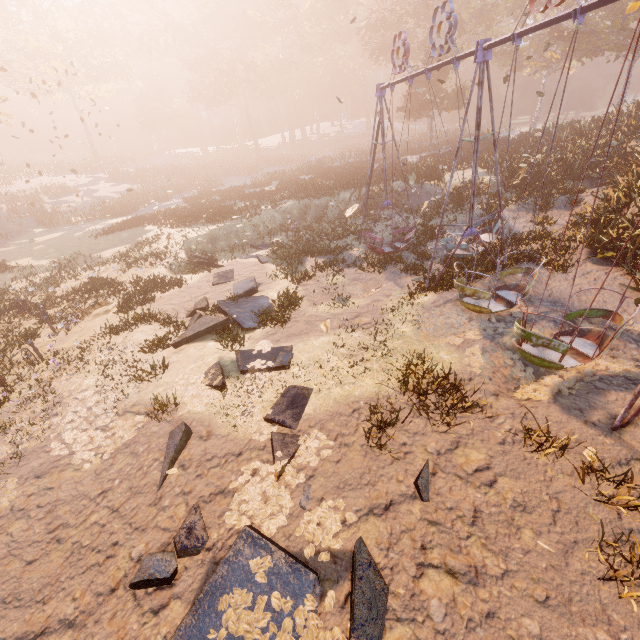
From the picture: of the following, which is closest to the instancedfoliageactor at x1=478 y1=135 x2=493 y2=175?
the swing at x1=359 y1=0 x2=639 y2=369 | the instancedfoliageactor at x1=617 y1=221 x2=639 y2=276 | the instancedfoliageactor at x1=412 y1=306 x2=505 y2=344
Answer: the swing at x1=359 y1=0 x2=639 y2=369

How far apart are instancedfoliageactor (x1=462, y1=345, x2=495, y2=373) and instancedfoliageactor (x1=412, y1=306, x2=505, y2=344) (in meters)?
0.41

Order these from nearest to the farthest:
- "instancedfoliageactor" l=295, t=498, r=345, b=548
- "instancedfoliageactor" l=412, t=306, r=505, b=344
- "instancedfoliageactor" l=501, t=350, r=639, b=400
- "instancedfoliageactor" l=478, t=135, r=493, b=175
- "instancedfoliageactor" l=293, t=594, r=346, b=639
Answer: "instancedfoliageactor" l=293, t=594, r=346, b=639 < "instancedfoliageactor" l=295, t=498, r=345, b=548 < "instancedfoliageactor" l=501, t=350, r=639, b=400 < "instancedfoliageactor" l=412, t=306, r=505, b=344 < "instancedfoliageactor" l=478, t=135, r=493, b=175

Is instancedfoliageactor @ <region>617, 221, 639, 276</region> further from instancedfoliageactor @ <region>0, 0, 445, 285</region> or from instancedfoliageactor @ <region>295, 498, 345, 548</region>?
instancedfoliageactor @ <region>0, 0, 445, 285</region>

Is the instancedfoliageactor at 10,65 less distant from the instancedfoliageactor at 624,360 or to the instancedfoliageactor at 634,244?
the instancedfoliageactor at 624,360

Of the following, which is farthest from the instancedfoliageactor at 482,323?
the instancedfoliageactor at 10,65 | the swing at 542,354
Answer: the instancedfoliageactor at 10,65

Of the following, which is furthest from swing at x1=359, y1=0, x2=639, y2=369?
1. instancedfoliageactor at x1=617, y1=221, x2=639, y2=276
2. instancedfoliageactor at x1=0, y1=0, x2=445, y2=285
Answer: instancedfoliageactor at x1=0, y1=0, x2=445, y2=285

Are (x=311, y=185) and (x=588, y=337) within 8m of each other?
no
